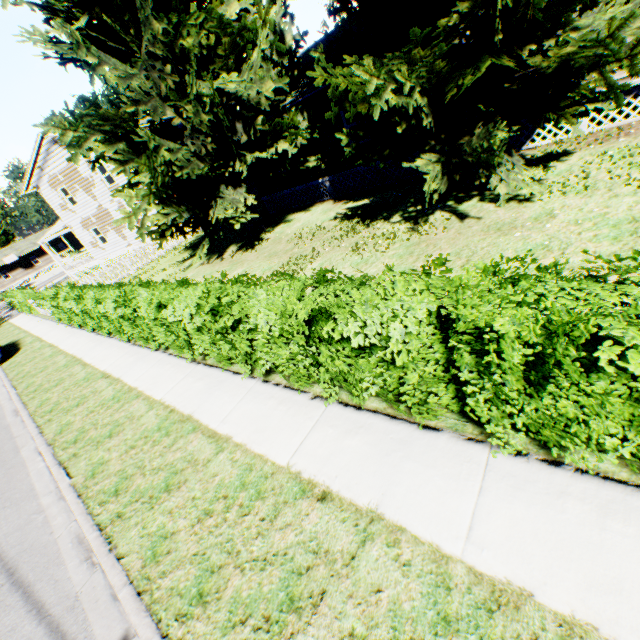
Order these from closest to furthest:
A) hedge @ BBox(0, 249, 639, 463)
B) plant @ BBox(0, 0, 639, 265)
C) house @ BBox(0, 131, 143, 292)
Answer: hedge @ BBox(0, 249, 639, 463) → plant @ BBox(0, 0, 639, 265) → house @ BBox(0, 131, 143, 292)

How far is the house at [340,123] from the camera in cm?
1357

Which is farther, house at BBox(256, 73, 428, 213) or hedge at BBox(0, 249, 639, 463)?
house at BBox(256, 73, 428, 213)

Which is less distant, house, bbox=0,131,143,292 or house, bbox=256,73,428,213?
house, bbox=256,73,428,213

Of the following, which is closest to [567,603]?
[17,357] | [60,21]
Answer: [60,21]

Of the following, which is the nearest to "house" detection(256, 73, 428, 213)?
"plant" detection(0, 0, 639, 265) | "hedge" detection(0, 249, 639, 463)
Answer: "plant" detection(0, 0, 639, 265)

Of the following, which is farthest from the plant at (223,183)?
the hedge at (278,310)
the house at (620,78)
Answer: the hedge at (278,310)
